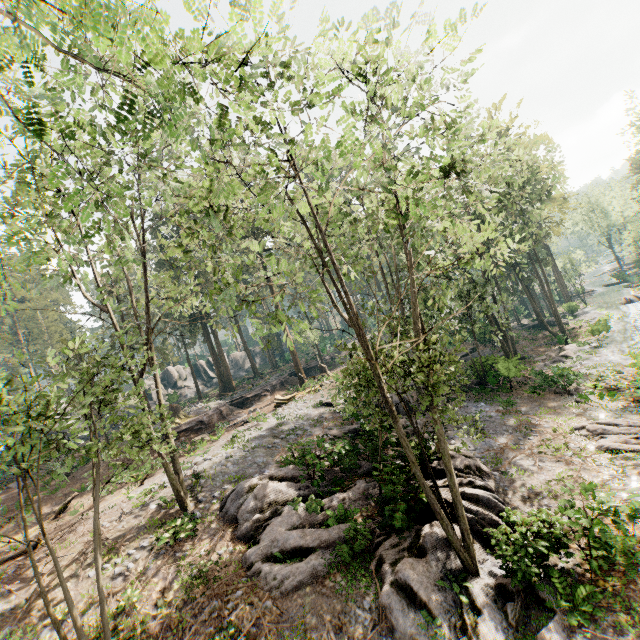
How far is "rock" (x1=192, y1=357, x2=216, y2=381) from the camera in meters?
54.4

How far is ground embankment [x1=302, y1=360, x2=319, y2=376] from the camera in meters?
42.8

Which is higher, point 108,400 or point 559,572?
point 108,400

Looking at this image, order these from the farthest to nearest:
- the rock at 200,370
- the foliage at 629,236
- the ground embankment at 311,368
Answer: the rock at 200,370
the foliage at 629,236
the ground embankment at 311,368

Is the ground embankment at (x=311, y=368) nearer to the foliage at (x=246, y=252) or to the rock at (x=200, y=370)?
the foliage at (x=246, y=252)
